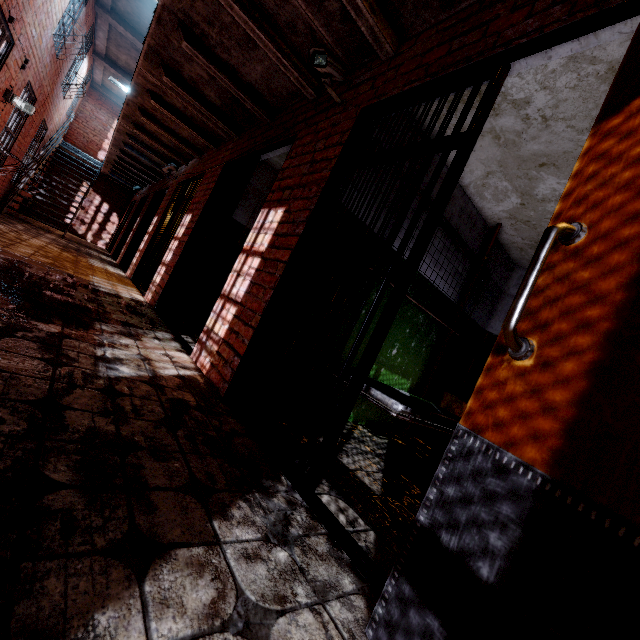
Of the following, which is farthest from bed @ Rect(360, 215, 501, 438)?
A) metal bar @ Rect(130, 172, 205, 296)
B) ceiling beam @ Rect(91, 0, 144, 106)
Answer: metal bar @ Rect(130, 172, 205, 296)

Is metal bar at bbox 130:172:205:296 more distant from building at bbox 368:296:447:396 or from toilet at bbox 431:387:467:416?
toilet at bbox 431:387:467:416

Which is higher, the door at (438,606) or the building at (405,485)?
the door at (438,606)

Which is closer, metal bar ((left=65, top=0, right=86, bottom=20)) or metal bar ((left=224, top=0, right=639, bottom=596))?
metal bar ((left=224, top=0, right=639, bottom=596))

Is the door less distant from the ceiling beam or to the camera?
the camera

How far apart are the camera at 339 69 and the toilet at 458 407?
3.52m

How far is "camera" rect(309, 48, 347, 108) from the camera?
2.4 meters

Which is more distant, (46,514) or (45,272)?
(45,272)
